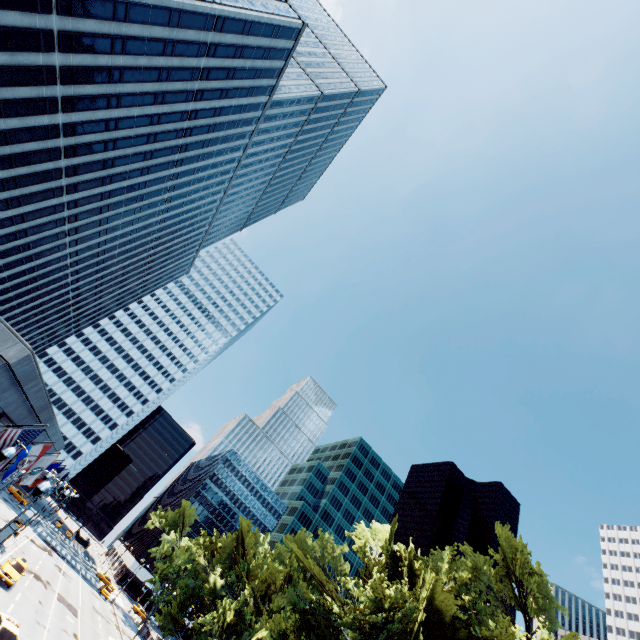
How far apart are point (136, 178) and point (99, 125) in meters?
12.1 m

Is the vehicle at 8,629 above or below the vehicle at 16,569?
above

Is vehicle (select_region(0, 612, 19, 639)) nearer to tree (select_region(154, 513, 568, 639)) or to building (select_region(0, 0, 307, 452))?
building (select_region(0, 0, 307, 452))

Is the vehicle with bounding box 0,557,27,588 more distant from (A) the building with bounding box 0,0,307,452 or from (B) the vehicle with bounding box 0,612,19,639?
(B) the vehicle with bounding box 0,612,19,639

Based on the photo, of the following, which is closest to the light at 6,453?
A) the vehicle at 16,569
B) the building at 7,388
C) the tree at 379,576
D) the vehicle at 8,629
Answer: the building at 7,388

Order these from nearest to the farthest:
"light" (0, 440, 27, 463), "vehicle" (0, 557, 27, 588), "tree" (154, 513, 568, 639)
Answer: "light" (0, 440, 27, 463)
"tree" (154, 513, 568, 639)
"vehicle" (0, 557, 27, 588)

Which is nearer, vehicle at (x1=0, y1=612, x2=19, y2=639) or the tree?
vehicle at (x1=0, y1=612, x2=19, y2=639)
